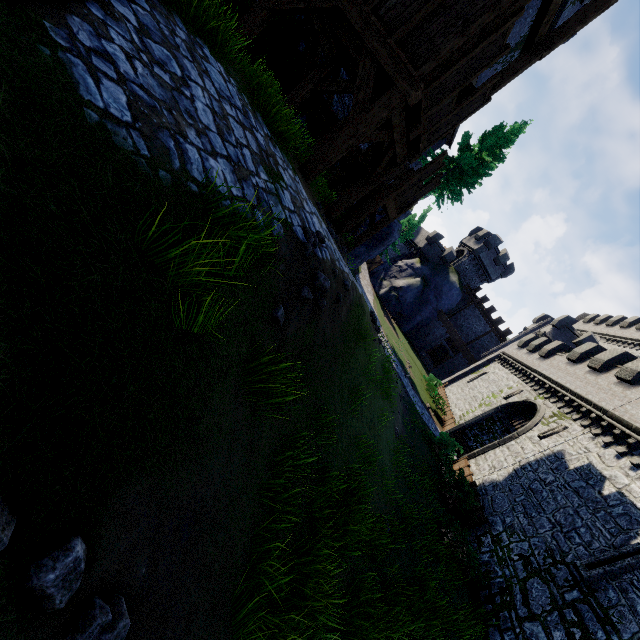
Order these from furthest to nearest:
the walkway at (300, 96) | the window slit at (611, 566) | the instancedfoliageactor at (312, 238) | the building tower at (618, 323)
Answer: the building tower at (618, 323) → the window slit at (611, 566) → the walkway at (300, 96) → the instancedfoliageactor at (312, 238)

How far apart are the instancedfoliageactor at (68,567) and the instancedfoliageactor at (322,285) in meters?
3.7

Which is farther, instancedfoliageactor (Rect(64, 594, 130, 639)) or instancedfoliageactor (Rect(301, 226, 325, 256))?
instancedfoliageactor (Rect(301, 226, 325, 256))

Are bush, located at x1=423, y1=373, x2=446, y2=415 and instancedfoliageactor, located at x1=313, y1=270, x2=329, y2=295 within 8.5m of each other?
A: no

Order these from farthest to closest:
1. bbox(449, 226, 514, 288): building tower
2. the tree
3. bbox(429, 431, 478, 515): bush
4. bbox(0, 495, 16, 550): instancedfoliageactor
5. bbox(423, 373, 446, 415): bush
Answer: bbox(449, 226, 514, 288): building tower → bbox(423, 373, 446, 415): bush → the tree → bbox(429, 431, 478, 515): bush → bbox(0, 495, 16, 550): instancedfoliageactor

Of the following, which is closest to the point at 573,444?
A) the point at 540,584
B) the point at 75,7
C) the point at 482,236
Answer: the point at 540,584

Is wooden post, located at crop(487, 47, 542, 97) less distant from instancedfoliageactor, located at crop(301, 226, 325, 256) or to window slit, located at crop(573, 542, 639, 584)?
instancedfoliageactor, located at crop(301, 226, 325, 256)

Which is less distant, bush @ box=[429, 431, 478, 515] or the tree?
bush @ box=[429, 431, 478, 515]
